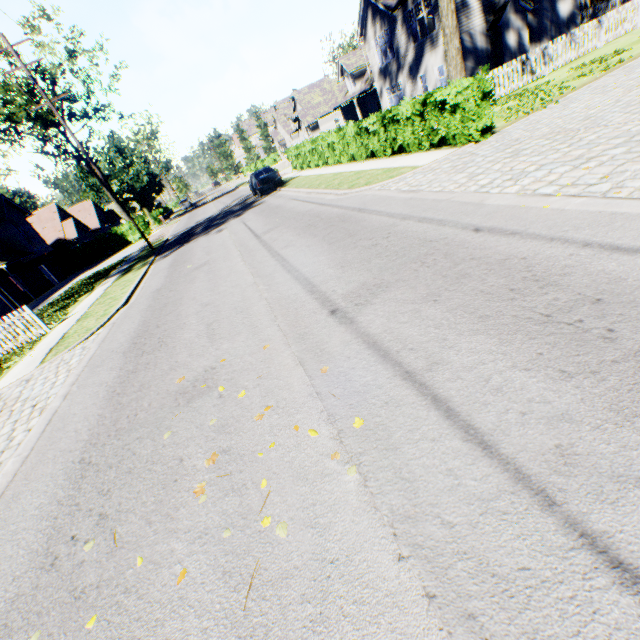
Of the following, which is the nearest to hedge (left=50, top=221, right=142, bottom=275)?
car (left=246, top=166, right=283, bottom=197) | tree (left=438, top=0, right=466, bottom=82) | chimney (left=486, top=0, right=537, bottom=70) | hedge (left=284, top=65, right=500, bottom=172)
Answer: tree (left=438, top=0, right=466, bottom=82)

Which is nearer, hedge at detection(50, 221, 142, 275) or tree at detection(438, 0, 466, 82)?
tree at detection(438, 0, 466, 82)

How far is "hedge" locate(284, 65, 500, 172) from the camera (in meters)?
9.45

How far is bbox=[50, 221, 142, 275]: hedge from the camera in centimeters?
3650cm

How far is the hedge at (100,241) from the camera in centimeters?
3650cm

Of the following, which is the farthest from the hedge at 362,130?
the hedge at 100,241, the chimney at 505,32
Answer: the hedge at 100,241

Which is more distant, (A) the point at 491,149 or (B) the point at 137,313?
(B) the point at 137,313

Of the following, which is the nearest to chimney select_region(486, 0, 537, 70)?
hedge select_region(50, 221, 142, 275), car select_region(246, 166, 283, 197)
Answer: car select_region(246, 166, 283, 197)
